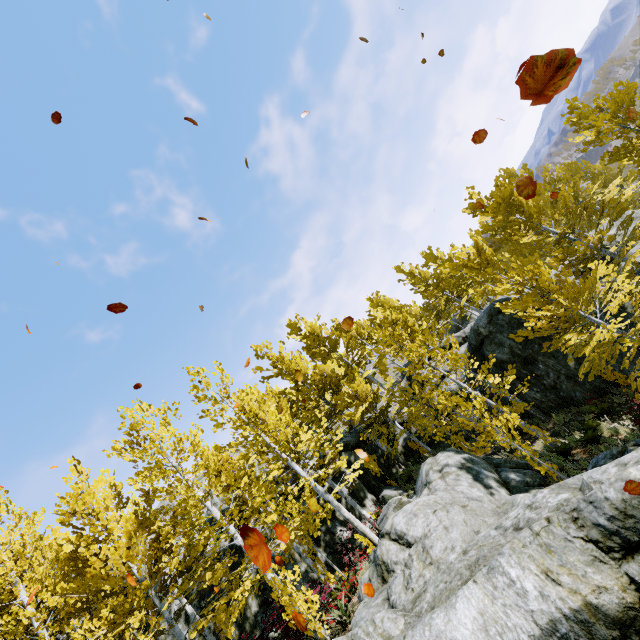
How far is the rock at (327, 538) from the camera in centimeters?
1416cm

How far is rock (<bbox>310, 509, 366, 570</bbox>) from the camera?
14.16m

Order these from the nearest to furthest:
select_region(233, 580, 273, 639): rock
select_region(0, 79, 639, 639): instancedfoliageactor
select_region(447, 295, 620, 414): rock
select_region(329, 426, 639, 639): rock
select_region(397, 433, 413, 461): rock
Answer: select_region(329, 426, 639, 639): rock
select_region(0, 79, 639, 639): instancedfoliageactor
select_region(233, 580, 273, 639): rock
select_region(447, 295, 620, 414): rock
select_region(397, 433, 413, 461): rock

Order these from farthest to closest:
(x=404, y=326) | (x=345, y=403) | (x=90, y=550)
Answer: (x=345, y=403), (x=404, y=326), (x=90, y=550)

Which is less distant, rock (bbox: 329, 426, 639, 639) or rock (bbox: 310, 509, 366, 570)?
rock (bbox: 329, 426, 639, 639)
